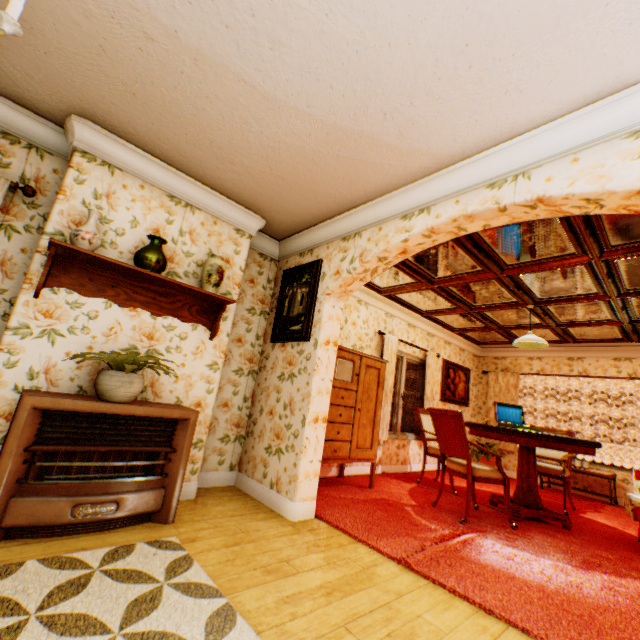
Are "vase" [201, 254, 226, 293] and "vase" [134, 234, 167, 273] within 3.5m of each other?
yes

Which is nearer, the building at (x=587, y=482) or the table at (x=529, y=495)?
the table at (x=529, y=495)

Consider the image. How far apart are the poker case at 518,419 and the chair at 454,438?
0.83m

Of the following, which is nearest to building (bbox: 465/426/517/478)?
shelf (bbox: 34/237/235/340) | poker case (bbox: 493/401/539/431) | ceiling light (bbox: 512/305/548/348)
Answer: shelf (bbox: 34/237/235/340)

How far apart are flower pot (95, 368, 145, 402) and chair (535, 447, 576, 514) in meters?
5.8 m

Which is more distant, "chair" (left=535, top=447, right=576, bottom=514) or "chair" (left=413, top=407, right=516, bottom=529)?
"chair" (left=535, top=447, right=576, bottom=514)

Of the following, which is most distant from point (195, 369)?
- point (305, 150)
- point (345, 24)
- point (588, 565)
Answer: point (588, 565)

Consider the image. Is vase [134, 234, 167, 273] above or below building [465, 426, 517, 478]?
above
